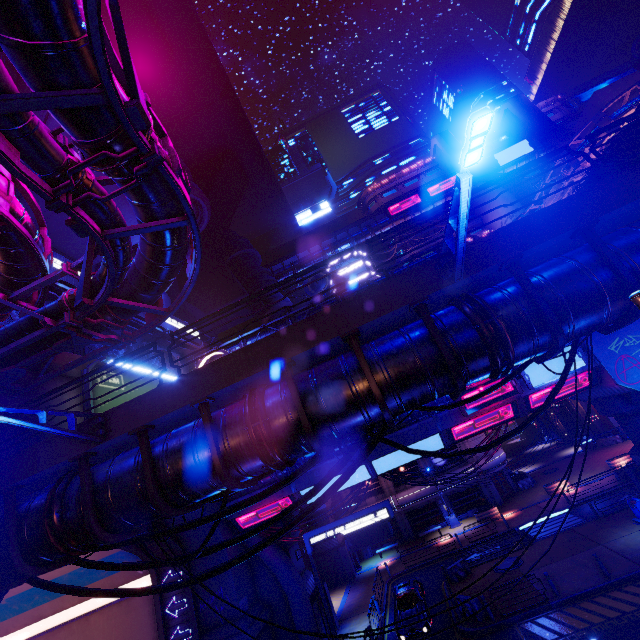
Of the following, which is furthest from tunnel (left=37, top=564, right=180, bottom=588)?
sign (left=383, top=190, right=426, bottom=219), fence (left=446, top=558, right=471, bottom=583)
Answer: sign (left=383, top=190, right=426, bottom=219)

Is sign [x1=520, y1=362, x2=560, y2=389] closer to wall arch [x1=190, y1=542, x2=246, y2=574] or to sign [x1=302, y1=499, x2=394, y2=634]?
sign [x1=302, y1=499, x2=394, y2=634]

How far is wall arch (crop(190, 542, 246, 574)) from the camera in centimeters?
1950cm

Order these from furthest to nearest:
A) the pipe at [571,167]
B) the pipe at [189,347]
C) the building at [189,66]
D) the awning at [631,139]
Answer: the building at [189,66] < the pipe at [189,347] < the pipe at [571,167] < the awning at [631,139]

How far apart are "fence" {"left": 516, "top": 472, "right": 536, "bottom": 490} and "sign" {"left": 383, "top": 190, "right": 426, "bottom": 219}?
43.32m

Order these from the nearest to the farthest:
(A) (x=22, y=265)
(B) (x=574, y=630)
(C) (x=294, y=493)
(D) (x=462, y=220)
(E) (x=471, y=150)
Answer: (E) (x=471, y=150)
(D) (x=462, y=220)
(A) (x=22, y=265)
(B) (x=574, y=630)
(C) (x=294, y=493)

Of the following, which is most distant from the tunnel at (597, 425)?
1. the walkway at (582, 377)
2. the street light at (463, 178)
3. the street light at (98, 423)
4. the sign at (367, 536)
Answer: the street light at (98, 423)

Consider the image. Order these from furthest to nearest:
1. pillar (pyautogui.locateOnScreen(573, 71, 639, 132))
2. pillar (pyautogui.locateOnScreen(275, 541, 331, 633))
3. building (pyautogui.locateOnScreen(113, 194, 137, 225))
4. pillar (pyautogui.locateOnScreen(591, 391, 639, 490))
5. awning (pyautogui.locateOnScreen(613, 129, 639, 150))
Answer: pillar (pyautogui.locateOnScreen(573, 71, 639, 132)) < building (pyautogui.locateOnScreen(113, 194, 137, 225)) < pillar (pyautogui.locateOnScreen(275, 541, 331, 633)) < pillar (pyautogui.locateOnScreen(591, 391, 639, 490)) < awning (pyautogui.locateOnScreen(613, 129, 639, 150))
